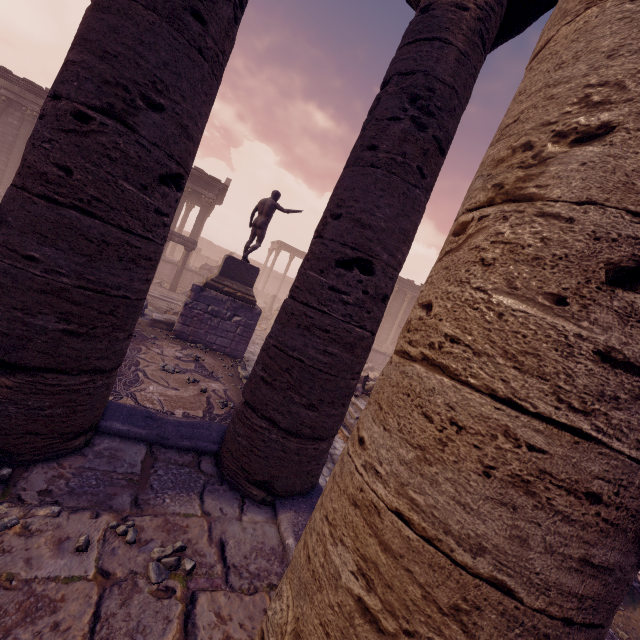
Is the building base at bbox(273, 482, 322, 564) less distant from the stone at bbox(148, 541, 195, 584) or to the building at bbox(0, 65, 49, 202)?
the stone at bbox(148, 541, 195, 584)

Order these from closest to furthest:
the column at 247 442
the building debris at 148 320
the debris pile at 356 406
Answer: the column at 247 442 < the debris pile at 356 406 < the building debris at 148 320

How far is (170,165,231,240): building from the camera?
21.1m

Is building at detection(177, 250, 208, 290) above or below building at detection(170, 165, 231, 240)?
below

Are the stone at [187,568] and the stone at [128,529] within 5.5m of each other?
yes

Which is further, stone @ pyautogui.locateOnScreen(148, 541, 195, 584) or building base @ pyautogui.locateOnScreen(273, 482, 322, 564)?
building base @ pyautogui.locateOnScreen(273, 482, 322, 564)

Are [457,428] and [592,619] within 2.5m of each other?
yes

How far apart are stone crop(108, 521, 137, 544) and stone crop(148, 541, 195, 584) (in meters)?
0.19
